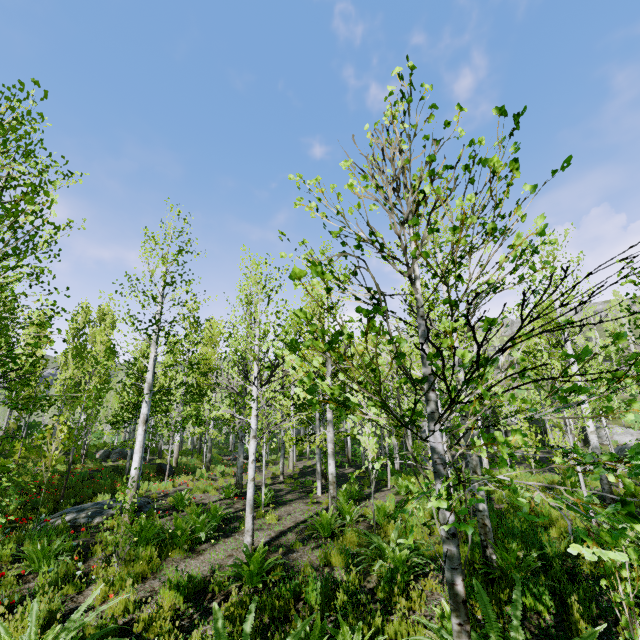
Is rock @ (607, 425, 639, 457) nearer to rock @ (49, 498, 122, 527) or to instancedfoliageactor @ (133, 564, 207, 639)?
instancedfoliageactor @ (133, 564, 207, 639)

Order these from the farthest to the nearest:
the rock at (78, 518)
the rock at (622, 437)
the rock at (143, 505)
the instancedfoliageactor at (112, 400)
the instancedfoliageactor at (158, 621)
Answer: the rock at (622, 437)
the rock at (143, 505)
the rock at (78, 518)
the instancedfoliageactor at (158, 621)
the instancedfoliageactor at (112, 400)

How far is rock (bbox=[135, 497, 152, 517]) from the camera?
9.79m

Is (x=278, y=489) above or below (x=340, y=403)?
below

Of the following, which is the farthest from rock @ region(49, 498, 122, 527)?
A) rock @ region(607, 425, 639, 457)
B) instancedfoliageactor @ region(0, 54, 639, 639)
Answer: rock @ region(607, 425, 639, 457)

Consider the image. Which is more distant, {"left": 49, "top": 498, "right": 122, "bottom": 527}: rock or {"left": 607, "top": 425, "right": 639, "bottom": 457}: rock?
{"left": 607, "top": 425, "right": 639, "bottom": 457}: rock

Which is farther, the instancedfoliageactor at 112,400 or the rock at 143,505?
the rock at 143,505
